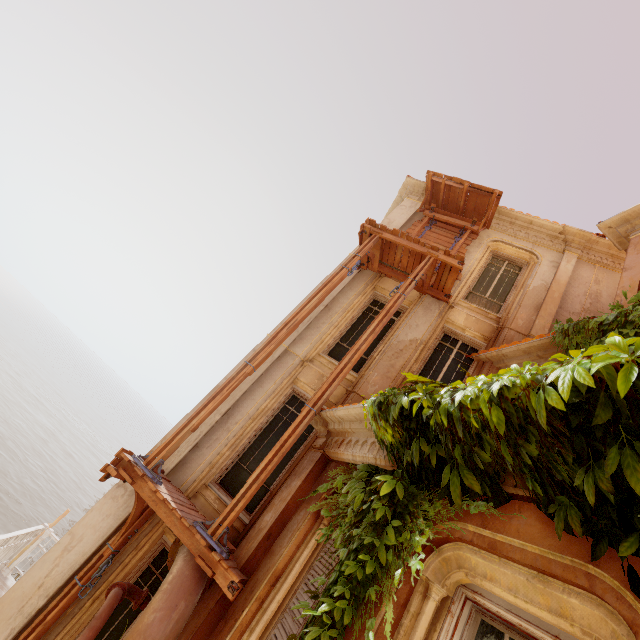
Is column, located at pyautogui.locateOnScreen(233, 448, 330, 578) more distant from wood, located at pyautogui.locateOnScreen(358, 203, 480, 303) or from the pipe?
wood, located at pyautogui.locateOnScreen(358, 203, 480, 303)

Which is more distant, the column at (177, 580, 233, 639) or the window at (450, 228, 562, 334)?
the window at (450, 228, 562, 334)

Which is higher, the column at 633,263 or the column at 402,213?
the column at 402,213

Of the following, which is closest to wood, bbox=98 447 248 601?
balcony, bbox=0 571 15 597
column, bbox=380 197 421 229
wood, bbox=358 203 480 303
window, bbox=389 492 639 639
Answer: column, bbox=380 197 421 229

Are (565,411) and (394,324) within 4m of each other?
no

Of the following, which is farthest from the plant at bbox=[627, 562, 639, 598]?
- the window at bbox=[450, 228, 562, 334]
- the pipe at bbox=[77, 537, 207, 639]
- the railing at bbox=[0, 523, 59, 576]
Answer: the window at bbox=[450, 228, 562, 334]

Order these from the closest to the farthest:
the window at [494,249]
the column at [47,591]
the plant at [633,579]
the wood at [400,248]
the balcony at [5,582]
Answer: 1. the plant at [633,579]
2. the column at [47,591]
3. the balcony at [5,582]
4. the wood at [400,248]
5. the window at [494,249]

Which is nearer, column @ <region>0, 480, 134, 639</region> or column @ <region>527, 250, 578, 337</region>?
column @ <region>0, 480, 134, 639</region>
